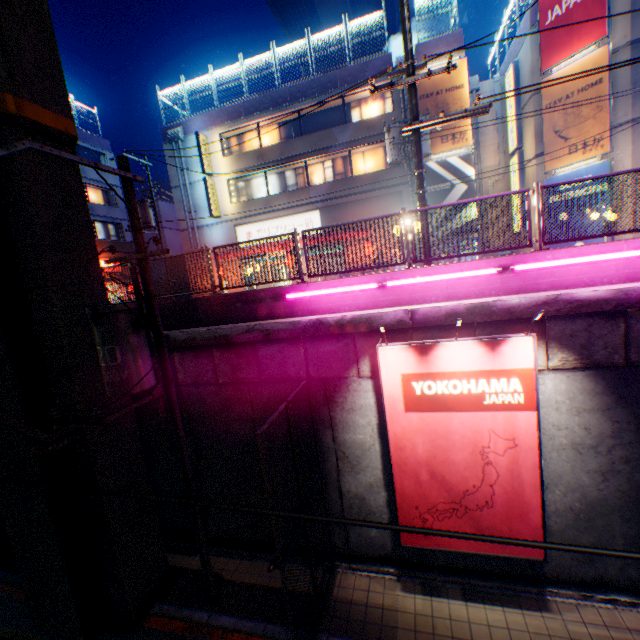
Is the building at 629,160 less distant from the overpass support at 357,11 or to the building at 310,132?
the building at 310,132

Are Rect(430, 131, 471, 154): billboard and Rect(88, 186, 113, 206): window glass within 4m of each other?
no

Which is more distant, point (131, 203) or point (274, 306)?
point (274, 306)

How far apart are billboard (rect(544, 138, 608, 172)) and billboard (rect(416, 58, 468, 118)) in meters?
3.1 m

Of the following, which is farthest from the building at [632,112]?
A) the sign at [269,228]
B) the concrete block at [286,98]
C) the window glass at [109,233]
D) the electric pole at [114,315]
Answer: the window glass at [109,233]

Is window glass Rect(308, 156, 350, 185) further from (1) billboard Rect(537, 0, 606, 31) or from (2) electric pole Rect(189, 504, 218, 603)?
(2) electric pole Rect(189, 504, 218, 603)

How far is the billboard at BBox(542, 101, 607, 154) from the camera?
14.1 meters
